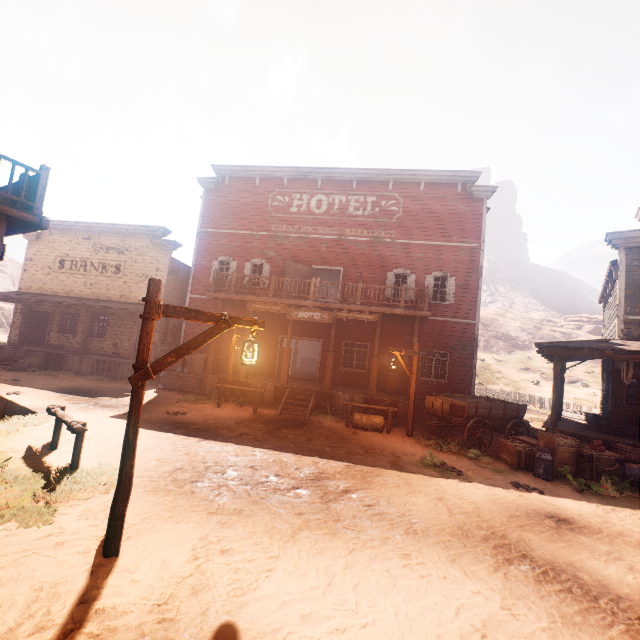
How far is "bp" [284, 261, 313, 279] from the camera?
16.9 meters

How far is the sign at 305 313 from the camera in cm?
1391

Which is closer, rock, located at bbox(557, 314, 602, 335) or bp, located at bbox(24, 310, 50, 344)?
bp, located at bbox(24, 310, 50, 344)

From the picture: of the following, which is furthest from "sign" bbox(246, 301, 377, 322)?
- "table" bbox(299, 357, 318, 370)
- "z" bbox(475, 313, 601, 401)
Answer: "z" bbox(475, 313, 601, 401)

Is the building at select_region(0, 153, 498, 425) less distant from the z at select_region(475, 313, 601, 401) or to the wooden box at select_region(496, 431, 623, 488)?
the wooden box at select_region(496, 431, 623, 488)

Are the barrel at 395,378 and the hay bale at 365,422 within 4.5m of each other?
yes

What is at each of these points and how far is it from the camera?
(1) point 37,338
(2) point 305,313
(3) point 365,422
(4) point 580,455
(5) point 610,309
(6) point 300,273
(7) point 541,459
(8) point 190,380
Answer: (1) bp, 20.5m
(2) sign, 14.2m
(3) hay bale, 11.7m
(4) wooden box, 8.7m
(5) building, 14.1m
(6) bp, 17.2m
(7) milk, 8.5m
(8) wooden box, 15.3m

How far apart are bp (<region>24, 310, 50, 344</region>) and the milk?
26.54m
